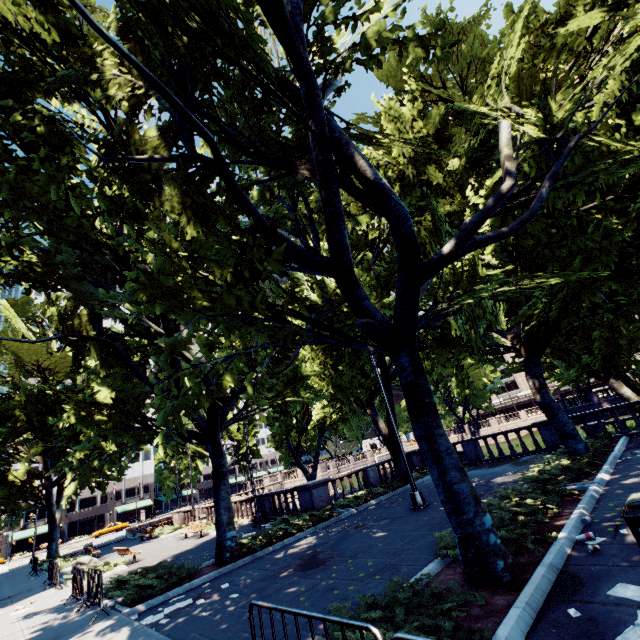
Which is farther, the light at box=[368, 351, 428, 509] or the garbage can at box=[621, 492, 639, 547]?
the light at box=[368, 351, 428, 509]

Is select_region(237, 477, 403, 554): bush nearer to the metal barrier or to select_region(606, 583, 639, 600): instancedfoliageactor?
the metal barrier

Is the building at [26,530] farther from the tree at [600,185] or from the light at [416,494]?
the light at [416,494]

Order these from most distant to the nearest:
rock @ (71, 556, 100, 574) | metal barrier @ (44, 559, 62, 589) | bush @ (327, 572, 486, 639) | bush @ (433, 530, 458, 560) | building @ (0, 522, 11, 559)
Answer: building @ (0, 522, 11, 559) → rock @ (71, 556, 100, 574) → metal barrier @ (44, 559, 62, 589) → bush @ (433, 530, 458, 560) → bush @ (327, 572, 486, 639)

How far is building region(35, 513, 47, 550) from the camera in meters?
57.8

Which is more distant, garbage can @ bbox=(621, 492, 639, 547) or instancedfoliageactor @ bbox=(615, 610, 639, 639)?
garbage can @ bbox=(621, 492, 639, 547)

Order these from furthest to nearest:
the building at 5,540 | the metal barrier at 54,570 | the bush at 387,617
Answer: the building at 5,540 → the metal barrier at 54,570 → the bush at 387,617

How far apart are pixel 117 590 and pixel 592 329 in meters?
19.5
